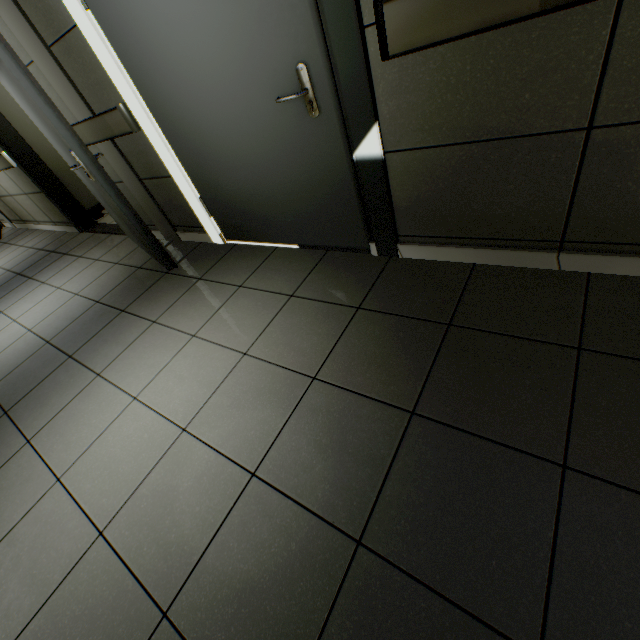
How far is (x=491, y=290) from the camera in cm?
162

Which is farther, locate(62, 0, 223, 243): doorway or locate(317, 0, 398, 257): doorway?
locate(62, 0, 223, 243): doorway

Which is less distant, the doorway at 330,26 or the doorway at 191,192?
the doorway at 330,26

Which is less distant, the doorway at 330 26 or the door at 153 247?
the doorway at 330 26

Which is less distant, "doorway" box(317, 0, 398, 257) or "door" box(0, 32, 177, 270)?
"doorway" box(317, 0, 398, 257)
